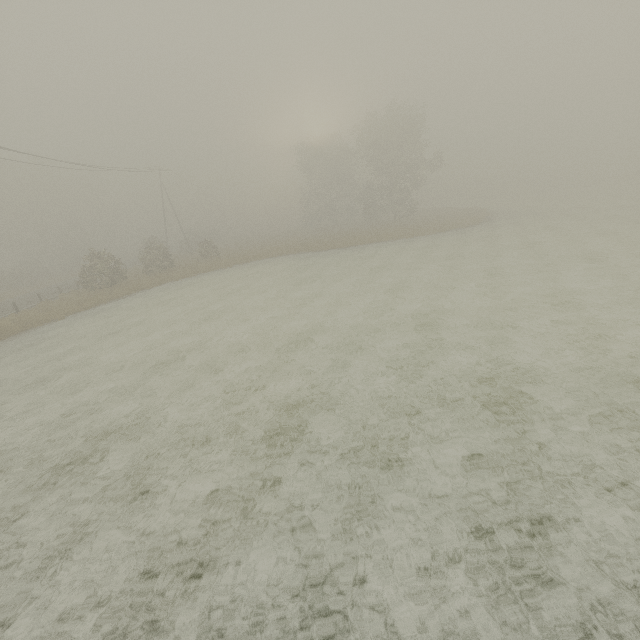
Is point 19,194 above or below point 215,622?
above
